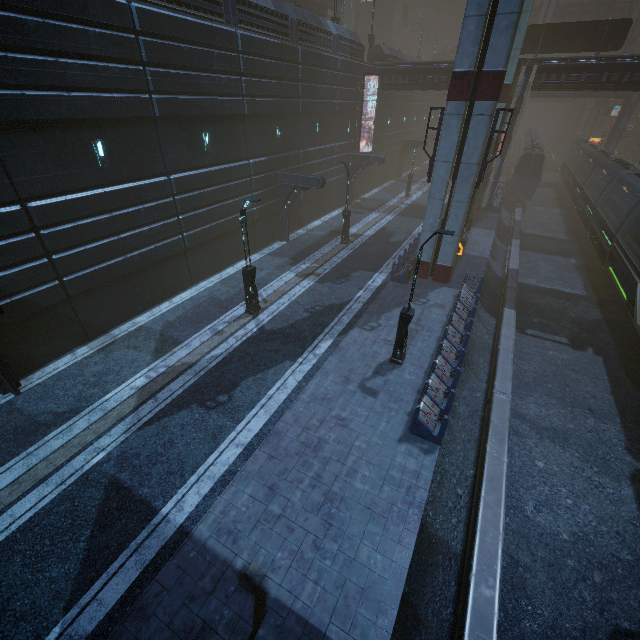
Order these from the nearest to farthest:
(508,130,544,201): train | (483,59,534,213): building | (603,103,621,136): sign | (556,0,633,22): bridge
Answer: (483,59,534,213): building
(508,130,544,201): train
(603,103,621,136): sign
(556,0,633,22): bridge

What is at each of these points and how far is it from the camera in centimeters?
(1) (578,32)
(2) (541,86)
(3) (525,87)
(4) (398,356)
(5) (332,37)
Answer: (1) sign, 2736cm
(2) building, 2622cm
(3) building, 2655cm
(4) street light, 1305cm
(5) building, 2430cm

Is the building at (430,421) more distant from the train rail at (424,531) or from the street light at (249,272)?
the street light at (249,272)

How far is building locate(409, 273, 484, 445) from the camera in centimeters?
1013cm

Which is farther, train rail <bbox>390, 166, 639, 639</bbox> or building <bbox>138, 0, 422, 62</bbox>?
building <bbox>138, 0, 422, 62</bbox>

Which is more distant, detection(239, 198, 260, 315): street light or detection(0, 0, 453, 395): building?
detection(239, 198, 260, 315): street light

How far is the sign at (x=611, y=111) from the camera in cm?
5025

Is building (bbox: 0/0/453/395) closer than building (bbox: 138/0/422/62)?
Yes
